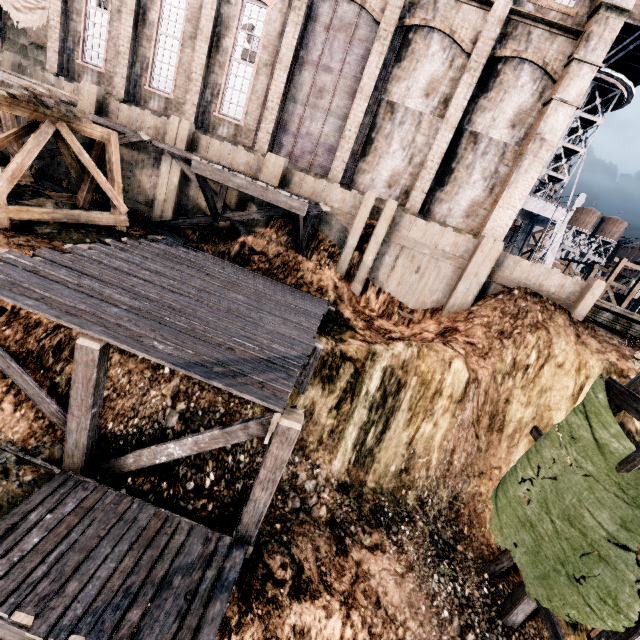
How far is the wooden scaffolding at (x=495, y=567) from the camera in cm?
995

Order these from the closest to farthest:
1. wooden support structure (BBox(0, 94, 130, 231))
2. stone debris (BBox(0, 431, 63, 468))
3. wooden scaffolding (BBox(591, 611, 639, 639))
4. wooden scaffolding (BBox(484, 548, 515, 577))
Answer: wooden scaffolding (BBox(591, 611, 639, 639)) → stone debris (BBox(0, 431, 63, 468)) → wooden scaffolding (BBox(484, 548, 515, 577)) → wooden support structure (BBox(0, 94, 130, 231))

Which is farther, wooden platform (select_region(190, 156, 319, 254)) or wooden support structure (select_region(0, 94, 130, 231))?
wooden platform (select_region(190, 156, 319, 254))

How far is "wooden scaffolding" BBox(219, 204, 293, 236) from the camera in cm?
1498

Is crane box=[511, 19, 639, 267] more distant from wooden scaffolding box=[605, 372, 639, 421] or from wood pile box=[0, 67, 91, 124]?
wood pile box=[0, 67, 91, 124]

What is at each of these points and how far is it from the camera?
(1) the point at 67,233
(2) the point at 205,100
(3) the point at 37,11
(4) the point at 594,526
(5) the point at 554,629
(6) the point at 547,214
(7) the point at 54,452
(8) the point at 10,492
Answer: (1) stone debris, 12.16m
(2) building, 18.17m
(3) cloth, 18.50m
(4) cloth, 7.38m
(5) wooden scaffolding, 7.96m
(6) crane, 29.92m
(7) stone debris, 7.96m
(8) stone debris, 7.20m

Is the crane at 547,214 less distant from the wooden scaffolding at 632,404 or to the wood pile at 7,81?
A: the wooden scaffolding at 632,404

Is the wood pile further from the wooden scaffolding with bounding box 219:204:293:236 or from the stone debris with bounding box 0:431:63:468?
the stone debris with bounding box 0:431:63:468
